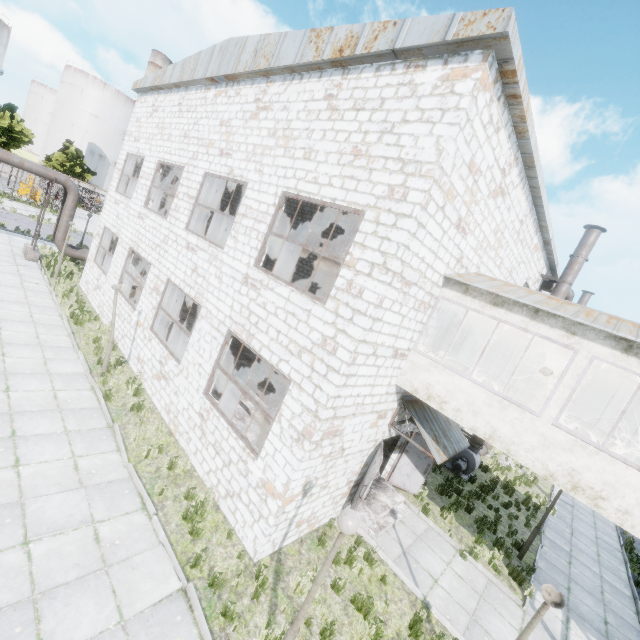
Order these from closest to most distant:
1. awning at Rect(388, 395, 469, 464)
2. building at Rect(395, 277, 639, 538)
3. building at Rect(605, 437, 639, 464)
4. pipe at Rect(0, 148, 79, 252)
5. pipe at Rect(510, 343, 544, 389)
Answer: building at Rect(395, 277, 639, 538) < building at Rect(605, 437, 639, 464) < awning at Rect(388, 395, 469, 464) < pipe at Rect(510, 343, 544, 389) < pipe at Rect(0, 148, 79, 252)

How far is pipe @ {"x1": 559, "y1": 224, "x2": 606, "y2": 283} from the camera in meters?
14.2

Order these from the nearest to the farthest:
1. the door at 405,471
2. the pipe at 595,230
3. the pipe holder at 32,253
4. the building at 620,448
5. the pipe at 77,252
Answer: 1. the building at 620,448
2. the door at 405,471
3. the pipe at 595,230
4. the pipe holder at 32,253
5. the pipe at 77,252

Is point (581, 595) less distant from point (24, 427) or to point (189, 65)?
point (24, 427)

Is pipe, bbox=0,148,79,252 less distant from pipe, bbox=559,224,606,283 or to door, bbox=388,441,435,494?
door, bbox=388,441,435,494

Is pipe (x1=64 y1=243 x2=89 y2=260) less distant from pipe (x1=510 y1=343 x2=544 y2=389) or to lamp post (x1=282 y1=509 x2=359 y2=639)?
lamp post (x1=282 y1=509 x2=359 y2=639)

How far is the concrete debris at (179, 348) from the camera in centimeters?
1457cm

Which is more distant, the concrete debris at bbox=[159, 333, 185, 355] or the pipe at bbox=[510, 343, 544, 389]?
the pipe at bbox=[510, 343, 544, 389]
